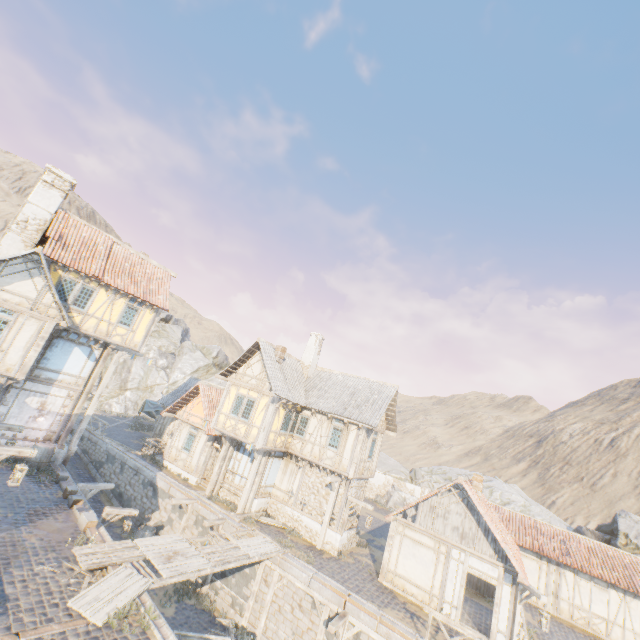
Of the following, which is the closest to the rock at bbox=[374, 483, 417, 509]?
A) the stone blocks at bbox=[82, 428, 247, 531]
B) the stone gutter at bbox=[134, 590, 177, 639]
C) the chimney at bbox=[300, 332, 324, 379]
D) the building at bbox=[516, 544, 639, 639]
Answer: the stone blocks at bbox=[82, 428, 247, 531]

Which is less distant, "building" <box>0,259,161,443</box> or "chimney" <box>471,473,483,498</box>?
"building" <box>0,259,161,443</box>

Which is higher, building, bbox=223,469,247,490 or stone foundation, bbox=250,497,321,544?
building, bbox=223,469,247,490

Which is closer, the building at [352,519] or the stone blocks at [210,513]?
the stone blocks at [210,513]

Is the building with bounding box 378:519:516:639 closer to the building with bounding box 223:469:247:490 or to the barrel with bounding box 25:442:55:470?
the building with bounding box 223:469:247:490

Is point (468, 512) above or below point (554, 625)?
above

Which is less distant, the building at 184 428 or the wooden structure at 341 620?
the wooden structure at 341 620

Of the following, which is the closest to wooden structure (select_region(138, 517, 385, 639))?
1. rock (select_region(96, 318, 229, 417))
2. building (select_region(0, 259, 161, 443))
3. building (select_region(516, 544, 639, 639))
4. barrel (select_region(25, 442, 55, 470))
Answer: barrel (select_region(25, 442, 55, 470))
